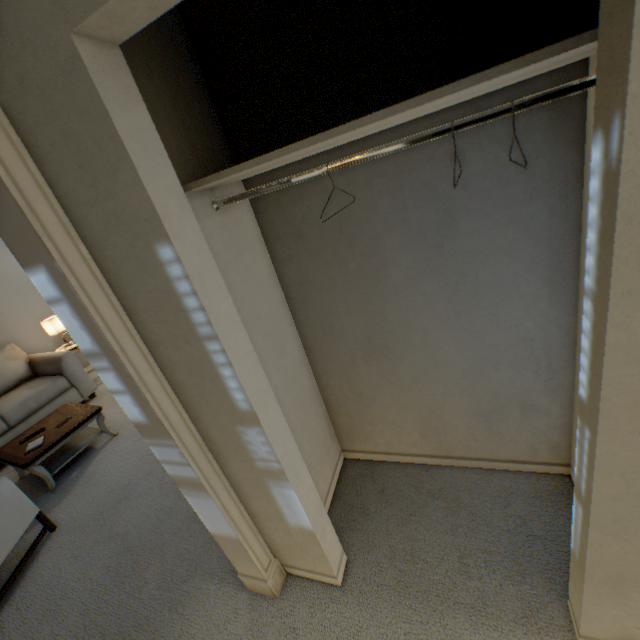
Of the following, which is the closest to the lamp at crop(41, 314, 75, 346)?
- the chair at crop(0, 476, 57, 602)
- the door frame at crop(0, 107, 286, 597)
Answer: the chair at crop(0, 476, 57, 602)

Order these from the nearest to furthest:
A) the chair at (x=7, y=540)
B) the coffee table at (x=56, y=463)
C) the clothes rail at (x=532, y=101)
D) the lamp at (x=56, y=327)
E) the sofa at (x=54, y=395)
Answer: the clothes rail at (x=532, y=101) < the chair at (x=7, y=540) < the coffee table at (x=56, y=463) < the sofa at (x=54, y=395) < the lamp at (x=56, y=327)

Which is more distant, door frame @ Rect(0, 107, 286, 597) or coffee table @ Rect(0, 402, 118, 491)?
coffee table @ Rect(0, 402, 118, 491)

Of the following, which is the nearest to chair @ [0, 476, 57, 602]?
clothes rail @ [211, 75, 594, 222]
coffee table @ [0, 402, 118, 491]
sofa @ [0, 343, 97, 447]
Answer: coffee table @ [0, 402, 118, 491]

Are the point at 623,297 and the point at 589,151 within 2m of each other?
yes

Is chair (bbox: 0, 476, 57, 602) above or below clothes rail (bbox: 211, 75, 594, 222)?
below

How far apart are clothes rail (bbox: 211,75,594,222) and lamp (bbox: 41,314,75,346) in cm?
421

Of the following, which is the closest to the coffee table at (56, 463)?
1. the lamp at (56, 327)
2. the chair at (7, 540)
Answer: the chair at (7, 540)
